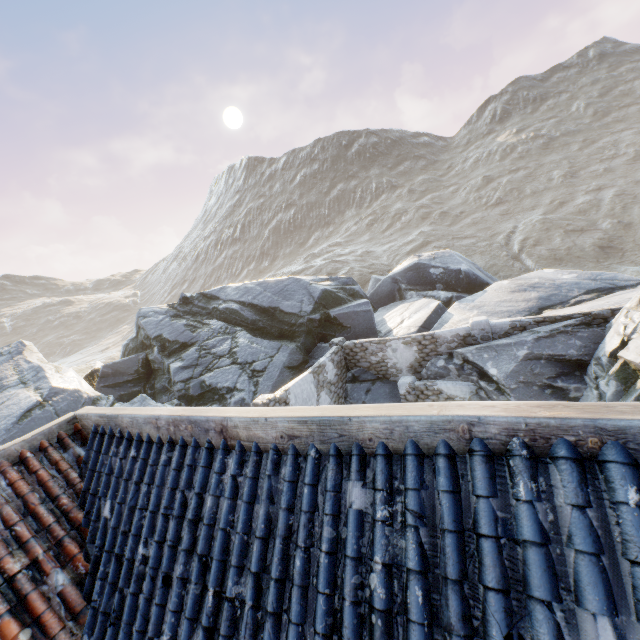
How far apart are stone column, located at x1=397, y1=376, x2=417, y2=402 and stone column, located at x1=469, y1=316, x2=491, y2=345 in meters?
2.8

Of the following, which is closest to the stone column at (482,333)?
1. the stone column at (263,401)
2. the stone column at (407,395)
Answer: the stone column at (407,395)

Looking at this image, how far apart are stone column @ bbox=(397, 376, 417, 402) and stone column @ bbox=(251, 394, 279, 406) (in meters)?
5.50

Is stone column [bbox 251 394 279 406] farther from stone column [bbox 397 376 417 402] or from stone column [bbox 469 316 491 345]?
stone column [bbox 469 316 491 345]

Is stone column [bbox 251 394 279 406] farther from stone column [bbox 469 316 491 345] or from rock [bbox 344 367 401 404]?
stone column [bbox 469 316 491 345]

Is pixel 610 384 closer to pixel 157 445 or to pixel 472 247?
pixel 157 445

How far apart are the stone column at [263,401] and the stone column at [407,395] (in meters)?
5.50

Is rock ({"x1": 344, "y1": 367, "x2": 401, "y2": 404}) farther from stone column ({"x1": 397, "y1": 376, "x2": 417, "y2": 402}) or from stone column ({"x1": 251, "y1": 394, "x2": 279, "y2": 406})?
stone column ({"x1": 251, "y1": 394, "x2": 279, "y2": 406})
